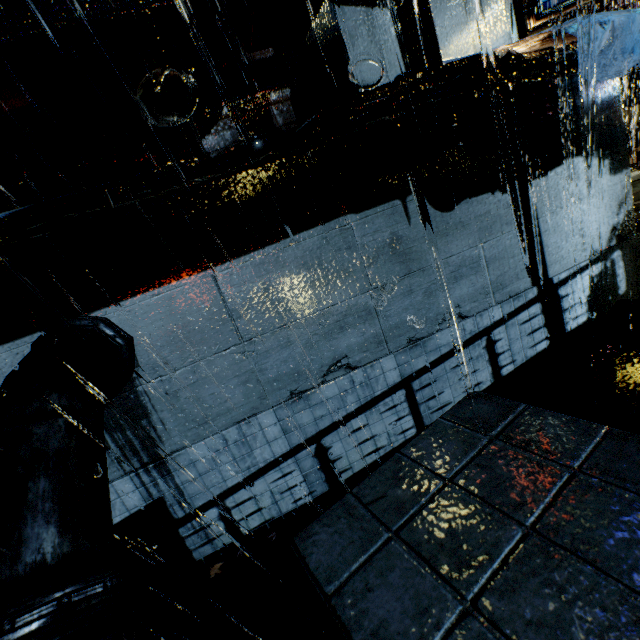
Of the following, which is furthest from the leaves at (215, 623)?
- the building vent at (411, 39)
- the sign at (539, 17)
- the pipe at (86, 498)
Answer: the sign at (539, 17)

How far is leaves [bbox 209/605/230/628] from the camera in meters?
4.1

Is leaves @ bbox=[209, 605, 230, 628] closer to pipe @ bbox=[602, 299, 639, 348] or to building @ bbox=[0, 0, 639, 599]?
building @ bbox=[0, 0, 639, 599]

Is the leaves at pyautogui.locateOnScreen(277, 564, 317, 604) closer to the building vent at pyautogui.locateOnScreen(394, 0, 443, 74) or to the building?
the building

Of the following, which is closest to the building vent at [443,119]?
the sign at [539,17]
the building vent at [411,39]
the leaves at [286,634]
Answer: the building vent at [411,39]

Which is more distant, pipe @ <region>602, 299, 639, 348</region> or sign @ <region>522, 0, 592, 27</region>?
sign @ <region>522, 0, 592, 27</region>

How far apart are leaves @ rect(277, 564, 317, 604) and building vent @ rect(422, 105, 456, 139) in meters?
5.9

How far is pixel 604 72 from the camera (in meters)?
4.20
